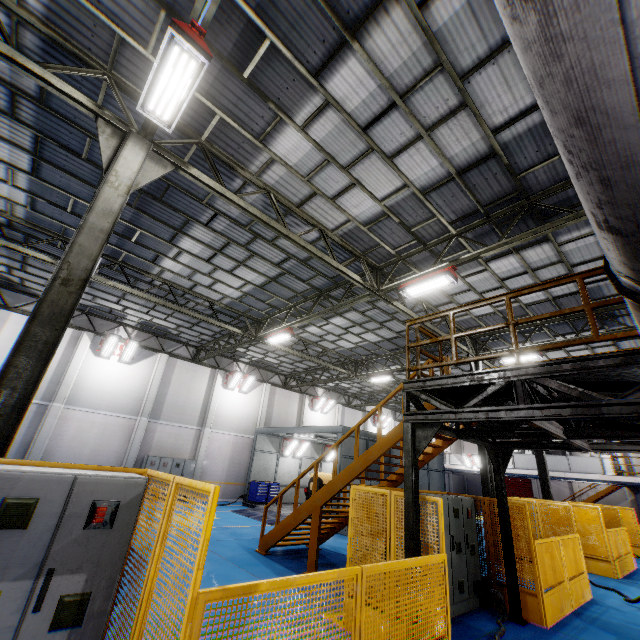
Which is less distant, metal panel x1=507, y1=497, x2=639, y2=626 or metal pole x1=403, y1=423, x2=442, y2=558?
metal pole x1=403, y1=423, x2=442, y2=558

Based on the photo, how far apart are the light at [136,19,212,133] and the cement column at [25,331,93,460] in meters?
15.9

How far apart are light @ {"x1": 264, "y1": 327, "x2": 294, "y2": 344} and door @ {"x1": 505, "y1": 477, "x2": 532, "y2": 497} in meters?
37.7

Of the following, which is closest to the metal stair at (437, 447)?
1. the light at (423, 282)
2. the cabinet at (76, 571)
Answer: the light at (423, 282)

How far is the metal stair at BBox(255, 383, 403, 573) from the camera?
8.2m

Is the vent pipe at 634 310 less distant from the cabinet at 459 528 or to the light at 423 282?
the cabinet at 459 528

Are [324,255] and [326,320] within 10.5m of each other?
yes

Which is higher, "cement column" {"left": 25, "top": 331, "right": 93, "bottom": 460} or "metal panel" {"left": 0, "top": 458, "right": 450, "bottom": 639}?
"cement column" {"left": 25, "top": 331, "right": 93, "bottom": 460}
